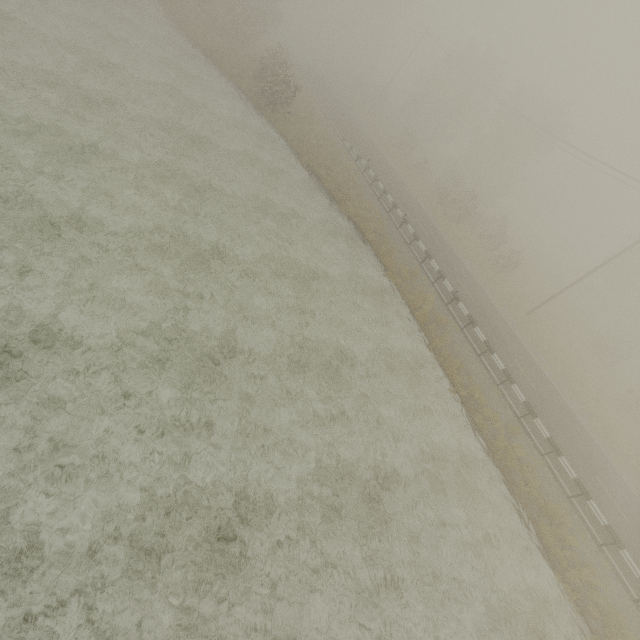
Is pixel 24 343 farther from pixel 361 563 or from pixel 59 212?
pixel 361 563
